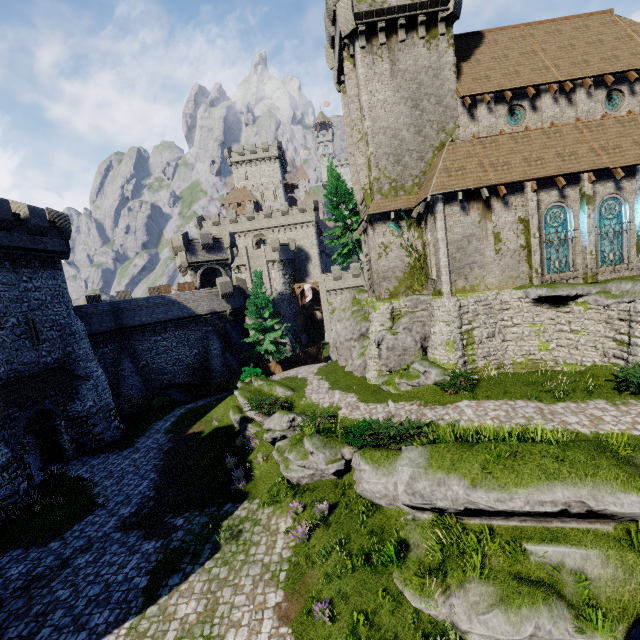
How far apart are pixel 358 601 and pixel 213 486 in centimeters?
1012cm

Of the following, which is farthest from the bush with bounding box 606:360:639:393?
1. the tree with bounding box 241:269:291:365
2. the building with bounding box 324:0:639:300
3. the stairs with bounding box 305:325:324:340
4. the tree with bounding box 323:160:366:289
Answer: the stairs with bounding box 305:325:324:340

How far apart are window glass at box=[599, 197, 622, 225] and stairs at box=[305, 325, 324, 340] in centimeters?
3985cm

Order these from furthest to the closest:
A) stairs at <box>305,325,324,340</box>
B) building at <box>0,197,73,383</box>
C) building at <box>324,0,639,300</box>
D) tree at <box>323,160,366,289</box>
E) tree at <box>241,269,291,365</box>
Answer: stairs at <box>305,325,324,340</box> < tree at <box>241,269,291,365</box> < tree at <box>323,160,366,289</box> < building at <box>0,197,73,383</box> < building at <box>324,0,639,300</box>

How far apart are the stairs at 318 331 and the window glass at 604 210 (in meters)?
39.85

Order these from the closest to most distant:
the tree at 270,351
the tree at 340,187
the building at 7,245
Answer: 1. the building at 7,245
2. the tree at 340,187
3. the tree at 270,351

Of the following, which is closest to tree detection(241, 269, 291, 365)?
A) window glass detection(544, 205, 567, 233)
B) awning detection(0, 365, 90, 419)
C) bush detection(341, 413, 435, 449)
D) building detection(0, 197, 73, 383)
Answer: awning detection(0, 365, 90, 419)

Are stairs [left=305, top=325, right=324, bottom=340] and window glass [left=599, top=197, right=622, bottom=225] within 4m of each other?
no
